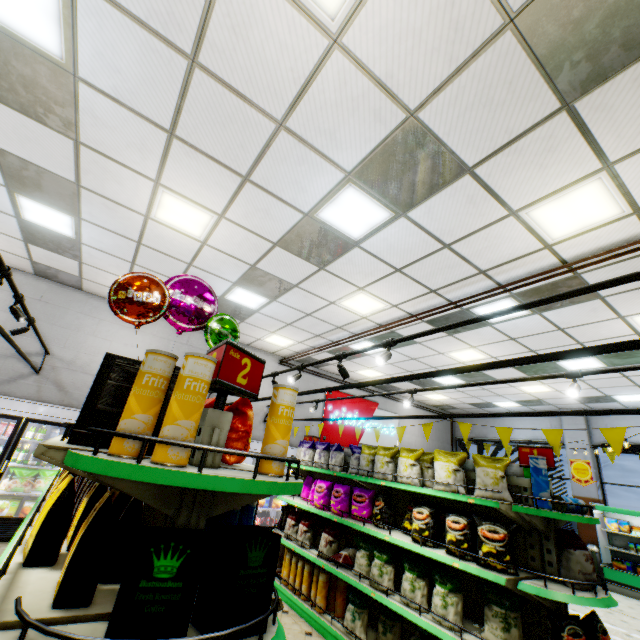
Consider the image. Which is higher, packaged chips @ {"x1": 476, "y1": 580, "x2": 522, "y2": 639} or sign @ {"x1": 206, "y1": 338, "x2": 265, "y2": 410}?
sign @ {"x1": 206, "y1": 338, "x2": 265, "y2": 410}

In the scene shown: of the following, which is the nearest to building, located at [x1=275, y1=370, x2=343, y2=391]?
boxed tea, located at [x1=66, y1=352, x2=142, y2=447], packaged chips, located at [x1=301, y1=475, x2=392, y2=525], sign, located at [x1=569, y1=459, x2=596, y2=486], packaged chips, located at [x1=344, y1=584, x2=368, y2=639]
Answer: sign, located at [x1=569, y1=459, x2=596, y2=486]

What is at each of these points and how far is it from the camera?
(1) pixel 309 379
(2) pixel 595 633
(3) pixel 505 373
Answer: (1) building, 11.0m
(2) packaged chips, 2.7m
(3) building, 8.9m

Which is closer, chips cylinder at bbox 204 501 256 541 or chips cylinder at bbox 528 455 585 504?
chips cylinder at bbox 204 501 256 541

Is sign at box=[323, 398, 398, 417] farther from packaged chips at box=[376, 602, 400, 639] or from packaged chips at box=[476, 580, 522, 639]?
packaged chips at box=[476, 580, 522, 639]

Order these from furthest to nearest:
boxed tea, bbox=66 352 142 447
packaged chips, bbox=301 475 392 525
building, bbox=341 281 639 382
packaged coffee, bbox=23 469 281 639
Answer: building, bbox=341 281 639 382
packaged chips, bbox=301 475 392 525
boxed tea, bbox=66 352 142 447
packaged coffee, bbox=23 469 281 639

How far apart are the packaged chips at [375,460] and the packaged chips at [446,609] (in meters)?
1.01

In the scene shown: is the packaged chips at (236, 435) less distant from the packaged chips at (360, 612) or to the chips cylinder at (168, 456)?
the chips cylinder at (168, 456)
